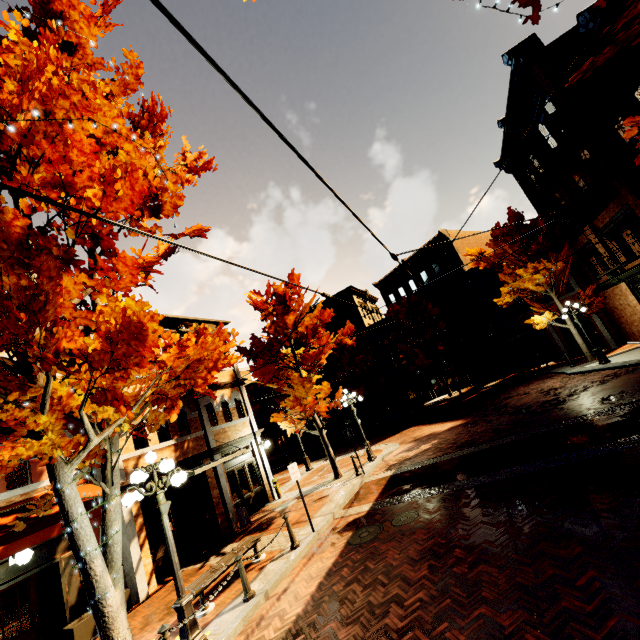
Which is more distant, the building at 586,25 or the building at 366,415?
the building at 366,415

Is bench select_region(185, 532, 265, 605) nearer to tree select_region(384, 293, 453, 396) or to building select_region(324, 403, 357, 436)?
building select_region(324, 403, 357, 436)

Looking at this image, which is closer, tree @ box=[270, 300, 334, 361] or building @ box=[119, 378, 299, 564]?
building @ box=[119, 378, 299, 564]

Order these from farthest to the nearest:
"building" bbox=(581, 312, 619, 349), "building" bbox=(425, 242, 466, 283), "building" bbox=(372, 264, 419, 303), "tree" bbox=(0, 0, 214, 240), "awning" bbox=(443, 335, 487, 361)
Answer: "building" bbox=(372, 264, 419, 303), "building" bbox=(425, 242, 466, 283), "awning" bbox=(443, 335, 487, 361), "building" bbox=(581, 312, 619, 349), "tree" bbox=(0, 0, 214, 240)

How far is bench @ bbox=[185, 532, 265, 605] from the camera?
7.38m

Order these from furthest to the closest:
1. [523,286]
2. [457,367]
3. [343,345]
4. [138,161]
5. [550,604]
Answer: [343,345]
[457,367]
[523,286]
[138,161]
[550,604]

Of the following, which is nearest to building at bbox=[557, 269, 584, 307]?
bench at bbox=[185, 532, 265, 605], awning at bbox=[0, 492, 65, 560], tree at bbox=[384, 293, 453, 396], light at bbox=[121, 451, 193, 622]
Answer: awning at bbox=[0, 492, 65, 560]

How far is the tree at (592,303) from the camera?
19.05m
